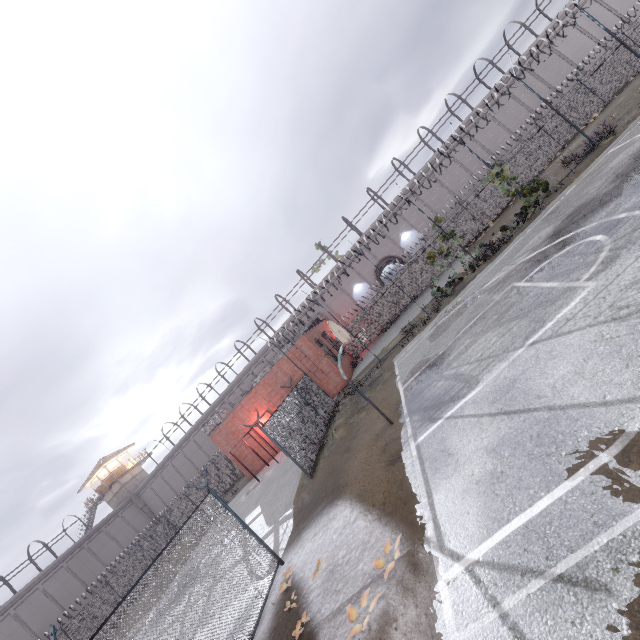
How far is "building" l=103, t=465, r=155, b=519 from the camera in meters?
43.8

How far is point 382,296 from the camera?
29.0m

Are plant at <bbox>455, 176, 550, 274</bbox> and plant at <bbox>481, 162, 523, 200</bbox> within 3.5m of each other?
yes

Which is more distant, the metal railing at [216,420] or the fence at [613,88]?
the metal railing at [216,420]

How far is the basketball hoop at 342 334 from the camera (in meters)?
9.75

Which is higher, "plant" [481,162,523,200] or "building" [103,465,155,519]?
"building" [103,465,155,519]

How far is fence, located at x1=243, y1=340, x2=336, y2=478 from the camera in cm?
1310

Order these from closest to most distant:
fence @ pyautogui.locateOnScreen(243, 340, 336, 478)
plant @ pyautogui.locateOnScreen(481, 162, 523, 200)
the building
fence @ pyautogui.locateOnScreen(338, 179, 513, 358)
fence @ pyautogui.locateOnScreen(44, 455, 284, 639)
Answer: fence @ pyautogui.locateOnScreen(44, 455, 284, 639) < fence @ pyautogui.locateOnScreen(243, 340, 336, 478) < plant @ pyautogui.locateOnScreen(481, 162, 523, 200) < fence @ pyautogui.locateOnScreen(338, 179, 513, 358) < the building
